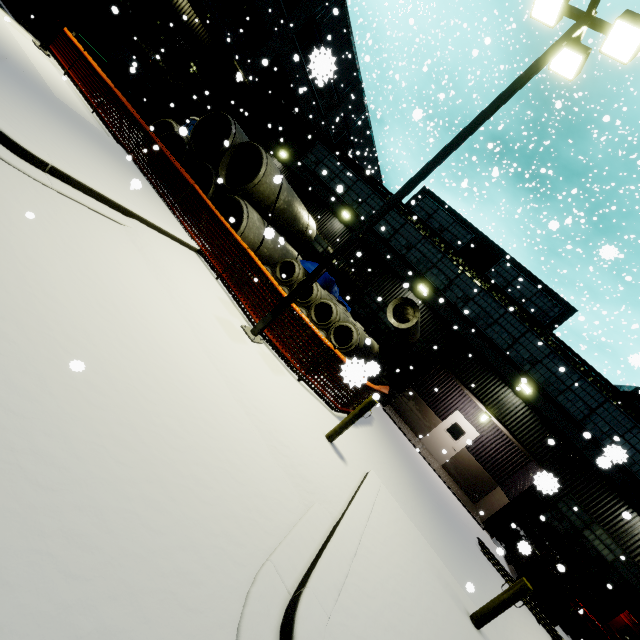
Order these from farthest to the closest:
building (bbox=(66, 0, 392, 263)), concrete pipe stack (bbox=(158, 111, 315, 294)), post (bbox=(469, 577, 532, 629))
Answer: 1. building (bbox=(66, 0, 392, 263))
2. concrete pipe stack (bbox=(158, 111, 315, 294))
3. post (bbox=(469, 577, 532, 629))

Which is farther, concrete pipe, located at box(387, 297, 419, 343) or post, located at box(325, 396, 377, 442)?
concrete pipe, located at box(387, 297, 419, 343)

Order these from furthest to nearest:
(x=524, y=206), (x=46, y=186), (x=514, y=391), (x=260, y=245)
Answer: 1. (x=524, y=206)
2. (x=514, y=391)
3. (x=260, y=245)
4. (x=46, y=186)

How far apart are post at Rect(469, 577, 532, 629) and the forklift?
6.8 meters

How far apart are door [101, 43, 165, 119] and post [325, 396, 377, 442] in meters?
20.6

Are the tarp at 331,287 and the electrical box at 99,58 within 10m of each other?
no

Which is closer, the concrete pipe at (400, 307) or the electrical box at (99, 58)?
the concrete pipe at (400, 307)

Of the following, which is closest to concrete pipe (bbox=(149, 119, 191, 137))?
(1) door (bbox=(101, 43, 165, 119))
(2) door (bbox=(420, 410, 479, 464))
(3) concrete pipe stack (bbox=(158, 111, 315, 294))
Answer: (3) concrete pipe stack (bbox=(158, 111, 315, 294))
